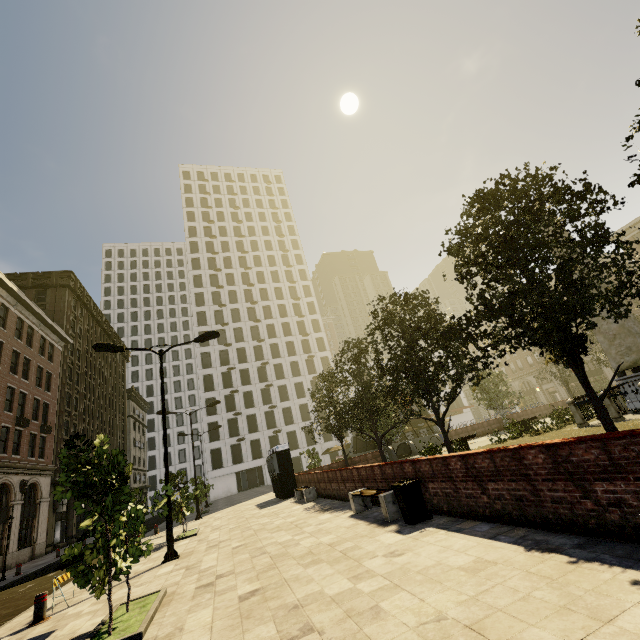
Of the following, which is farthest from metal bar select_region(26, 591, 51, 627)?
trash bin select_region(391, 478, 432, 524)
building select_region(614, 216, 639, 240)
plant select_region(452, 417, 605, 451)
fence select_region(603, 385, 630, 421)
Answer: fence select_region(603, 385, 630, 421)

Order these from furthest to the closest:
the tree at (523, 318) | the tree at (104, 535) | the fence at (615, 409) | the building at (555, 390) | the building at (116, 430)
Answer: the building at (555, 390) < the building at (116, 430) < the fence at (615, 409) < the tree at (523, 318) < the tree at (104, 535)

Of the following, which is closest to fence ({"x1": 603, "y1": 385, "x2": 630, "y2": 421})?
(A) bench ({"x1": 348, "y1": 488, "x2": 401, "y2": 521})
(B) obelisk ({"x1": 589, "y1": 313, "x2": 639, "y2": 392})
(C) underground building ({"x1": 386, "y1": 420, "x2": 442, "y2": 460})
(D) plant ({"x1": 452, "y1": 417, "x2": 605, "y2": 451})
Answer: (D) plant ({"x1": 452, "y1": 417, "x2": 605, "y2": 451})

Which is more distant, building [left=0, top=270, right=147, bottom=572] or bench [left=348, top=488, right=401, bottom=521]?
building [left=0, top=270, right=147, bottom=572]

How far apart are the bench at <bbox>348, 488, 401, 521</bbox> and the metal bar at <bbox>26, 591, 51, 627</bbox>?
7.87m

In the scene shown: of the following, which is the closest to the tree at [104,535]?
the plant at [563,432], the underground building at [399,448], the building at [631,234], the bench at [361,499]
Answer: the plant at [563,432]

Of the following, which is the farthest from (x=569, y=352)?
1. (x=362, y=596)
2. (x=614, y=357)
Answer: (x=614, y=357)

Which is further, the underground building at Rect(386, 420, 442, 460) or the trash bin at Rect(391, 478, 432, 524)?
the underground building at Rect(386, 420, 442, 460)
